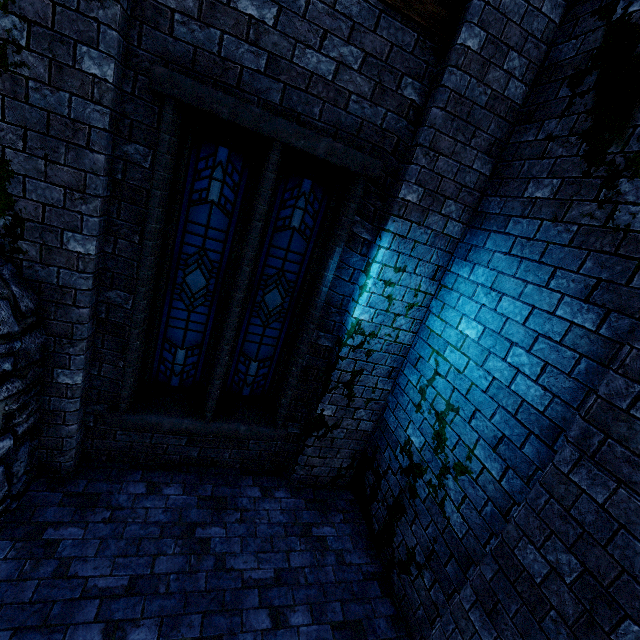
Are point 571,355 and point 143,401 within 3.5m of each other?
no

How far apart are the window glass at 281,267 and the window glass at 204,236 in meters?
0.3 m

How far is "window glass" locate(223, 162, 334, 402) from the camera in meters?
3.9 m

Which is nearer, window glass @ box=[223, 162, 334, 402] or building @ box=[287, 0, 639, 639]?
building @ box=[287, 0, 639, 639]

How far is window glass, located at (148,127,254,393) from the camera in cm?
358

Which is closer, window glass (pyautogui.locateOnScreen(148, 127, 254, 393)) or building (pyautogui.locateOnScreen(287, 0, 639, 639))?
building (pyautogui.locateOnScreen(287, 0, 639, 639))

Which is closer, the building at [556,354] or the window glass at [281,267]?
the building at [556,354]

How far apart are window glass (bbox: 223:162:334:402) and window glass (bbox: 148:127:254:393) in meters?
0.3 m
